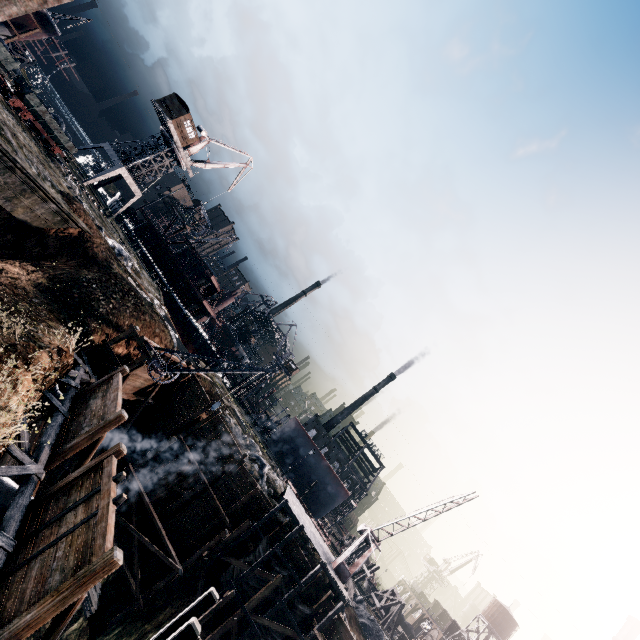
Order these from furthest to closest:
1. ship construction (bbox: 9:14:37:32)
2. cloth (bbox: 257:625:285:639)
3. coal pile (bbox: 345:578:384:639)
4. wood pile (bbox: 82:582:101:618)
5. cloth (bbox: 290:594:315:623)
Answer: ship construction (bbox: 9:14:37:32) → coal pile (bbox: 345:578:384:639) → cloth (bbox: 290:594:315:623) → cloth (bbox: 257:625:285:639) → wood pile (bbox: 82:582:101:618)

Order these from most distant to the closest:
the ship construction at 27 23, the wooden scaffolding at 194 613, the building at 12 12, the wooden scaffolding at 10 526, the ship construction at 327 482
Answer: the ship construction at 327 482 → the ship construction at 27 23 → the wooden scaffolding at 194 613 → the building at 12 12 → the wooden scaffolding at 10 526

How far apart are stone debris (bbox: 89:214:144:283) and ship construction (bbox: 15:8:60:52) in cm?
3076

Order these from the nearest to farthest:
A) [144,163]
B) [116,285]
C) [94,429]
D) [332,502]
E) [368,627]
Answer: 1. [94,429]
2. [116,285]
3. [368,627]
4. [144,163]
5. [332,502]

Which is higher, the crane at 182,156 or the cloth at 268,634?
the crane at 182,156

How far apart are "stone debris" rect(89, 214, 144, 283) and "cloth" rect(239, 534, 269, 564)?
27.65m

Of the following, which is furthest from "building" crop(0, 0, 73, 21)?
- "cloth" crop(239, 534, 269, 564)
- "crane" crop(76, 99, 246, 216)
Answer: "cloth" crop(239, 534, 269, 564)

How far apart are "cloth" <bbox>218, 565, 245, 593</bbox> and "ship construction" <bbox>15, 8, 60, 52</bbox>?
61.3m
